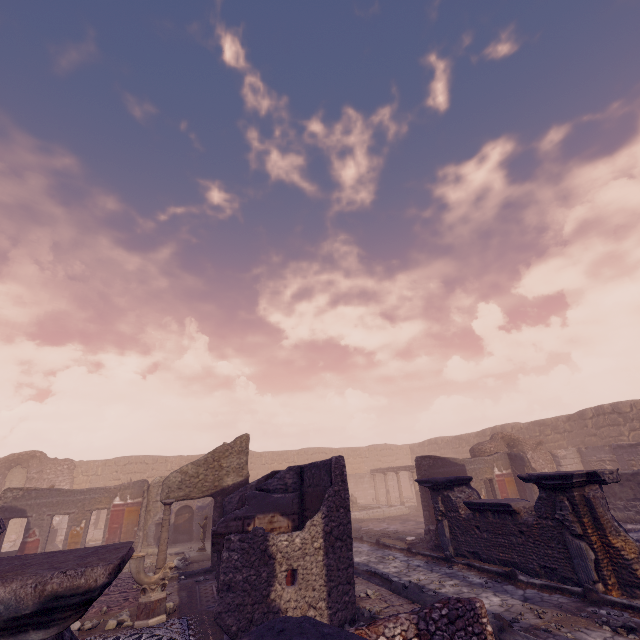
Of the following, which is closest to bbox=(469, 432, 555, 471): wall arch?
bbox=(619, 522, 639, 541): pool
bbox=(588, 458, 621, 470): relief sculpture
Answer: bbox=(588, 458, 621, 470): relief sculpture

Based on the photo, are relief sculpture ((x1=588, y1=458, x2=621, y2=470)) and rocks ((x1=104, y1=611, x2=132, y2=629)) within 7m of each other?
no

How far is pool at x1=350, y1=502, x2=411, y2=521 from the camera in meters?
19.1 m

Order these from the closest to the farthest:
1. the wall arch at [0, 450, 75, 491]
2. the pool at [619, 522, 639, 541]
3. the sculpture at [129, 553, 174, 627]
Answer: the sculpture at [129, 553, 174, 627] → the pool at [619, 522, 639, 541] → the wall arch at [0, 450, 75, 491]

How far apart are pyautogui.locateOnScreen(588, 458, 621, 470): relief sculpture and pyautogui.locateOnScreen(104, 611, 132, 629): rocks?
21.8 meters

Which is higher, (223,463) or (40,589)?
(223,463)

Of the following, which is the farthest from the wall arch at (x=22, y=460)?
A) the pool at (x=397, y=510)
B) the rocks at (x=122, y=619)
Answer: the rocks at (x=122, y=619)

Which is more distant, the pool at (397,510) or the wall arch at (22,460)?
the wall arch at (22,460)
